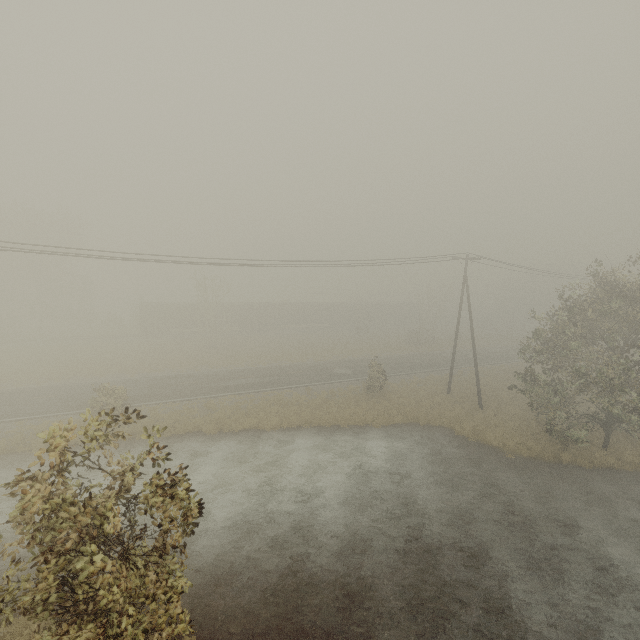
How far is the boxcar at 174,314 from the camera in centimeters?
4700cm

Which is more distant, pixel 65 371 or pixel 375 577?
pixel 65 371

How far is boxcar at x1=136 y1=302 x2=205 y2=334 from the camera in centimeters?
4700cm

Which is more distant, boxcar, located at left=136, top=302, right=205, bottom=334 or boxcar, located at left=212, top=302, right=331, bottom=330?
boxcar, located at left=212, top=302, right=331, bottom=330

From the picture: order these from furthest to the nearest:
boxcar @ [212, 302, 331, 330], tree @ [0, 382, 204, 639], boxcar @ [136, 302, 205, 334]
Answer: boxcar @ [212, 302, 331, 330] → boxcar @ [136, 302, 205, 334] → tree @ [0, 382, 204, 639]

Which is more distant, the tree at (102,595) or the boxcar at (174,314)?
the boxcar at (174,314)

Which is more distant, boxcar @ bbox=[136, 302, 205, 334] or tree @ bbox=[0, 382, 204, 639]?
boxcar @ bbox=[136, 302, 205, 334]
